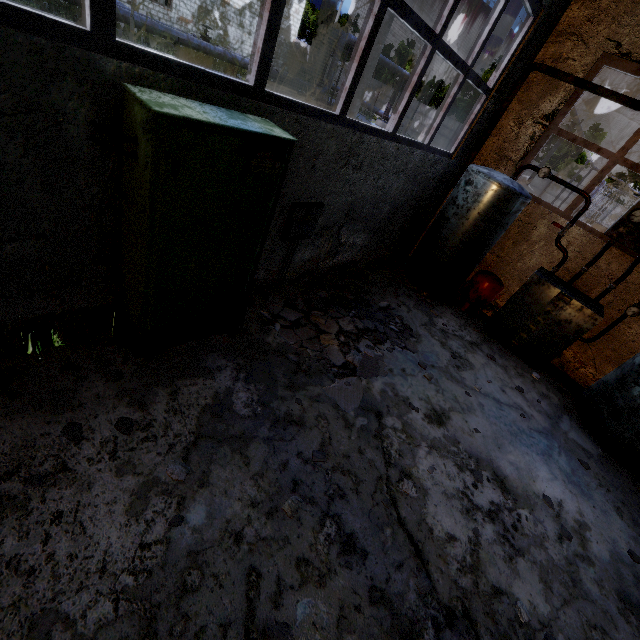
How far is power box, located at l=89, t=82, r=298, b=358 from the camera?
2.3m

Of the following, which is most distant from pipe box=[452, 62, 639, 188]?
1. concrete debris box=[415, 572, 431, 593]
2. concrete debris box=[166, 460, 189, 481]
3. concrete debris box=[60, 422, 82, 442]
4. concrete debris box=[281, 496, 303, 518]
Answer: concrete debris box=[415, 572, 431, 593]

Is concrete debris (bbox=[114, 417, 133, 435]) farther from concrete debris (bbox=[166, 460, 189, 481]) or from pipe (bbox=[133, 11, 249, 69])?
pipe (bbox=[133, 11, 249, 69])

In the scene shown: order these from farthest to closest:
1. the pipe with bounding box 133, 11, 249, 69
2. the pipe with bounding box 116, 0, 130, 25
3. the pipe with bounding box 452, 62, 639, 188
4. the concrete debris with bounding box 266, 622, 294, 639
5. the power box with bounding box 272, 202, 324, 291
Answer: the pipe with bounding box 133, 11, 249, 69, the pipe with bounding box 116, 0, 130, 25, the pipe with bounding box 452, 62, 639, 188, the power box with bounding box 272, 202, 324, 291, the concrete debris with bounding box 266, 622, 294, 639

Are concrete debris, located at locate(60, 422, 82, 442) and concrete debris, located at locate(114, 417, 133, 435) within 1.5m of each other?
yes

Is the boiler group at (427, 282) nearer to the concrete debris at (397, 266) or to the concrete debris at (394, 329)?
the concrete debris at (397, 266)

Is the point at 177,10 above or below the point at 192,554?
above

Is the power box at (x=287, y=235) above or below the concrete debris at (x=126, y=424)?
above
